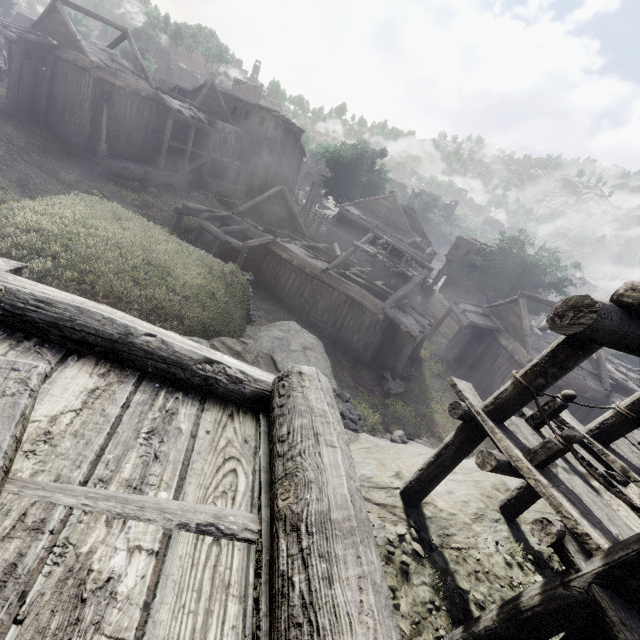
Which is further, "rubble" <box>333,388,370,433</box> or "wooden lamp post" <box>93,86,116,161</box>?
"wooden lamp post" <box>93,86,116,161</box>

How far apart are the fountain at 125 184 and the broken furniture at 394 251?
18.8 meters

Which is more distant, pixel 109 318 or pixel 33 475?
pixel 109 318

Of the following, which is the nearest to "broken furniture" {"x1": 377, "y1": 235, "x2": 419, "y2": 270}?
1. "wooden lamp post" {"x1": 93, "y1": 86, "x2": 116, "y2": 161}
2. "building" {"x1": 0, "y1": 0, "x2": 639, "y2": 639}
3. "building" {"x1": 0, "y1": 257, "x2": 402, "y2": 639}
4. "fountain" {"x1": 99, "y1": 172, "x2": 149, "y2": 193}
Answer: "building" {"x1": 0, "y1": 0, "x2": 639, "y2": 639}

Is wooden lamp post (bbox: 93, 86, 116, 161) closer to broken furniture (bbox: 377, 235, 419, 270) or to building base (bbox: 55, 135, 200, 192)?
building base (bbox: 55, 135, 200, 192)

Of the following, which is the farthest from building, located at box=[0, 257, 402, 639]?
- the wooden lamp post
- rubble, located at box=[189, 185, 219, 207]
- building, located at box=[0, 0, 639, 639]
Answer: rubble, located at box=[189, 185, 219, 207]

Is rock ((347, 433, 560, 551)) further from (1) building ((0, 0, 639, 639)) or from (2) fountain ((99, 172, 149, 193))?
(2) fountain ((99, 172, 149, 193))

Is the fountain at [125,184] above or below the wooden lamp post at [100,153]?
below
